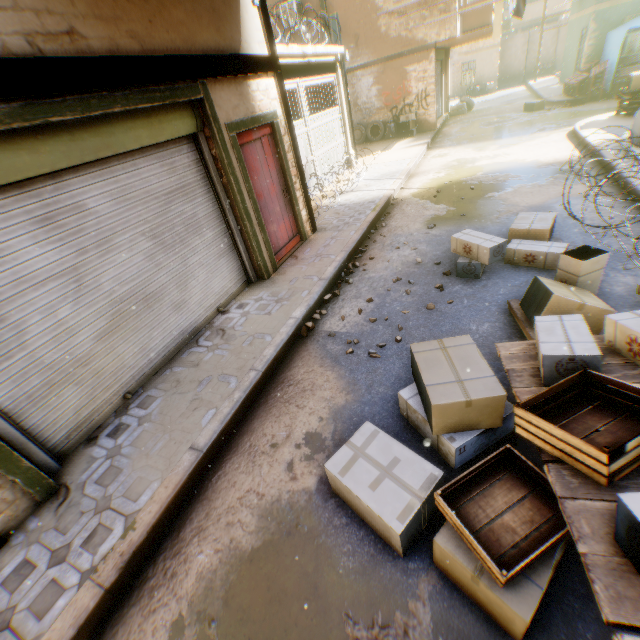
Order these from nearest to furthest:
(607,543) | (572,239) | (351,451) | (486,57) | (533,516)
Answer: (607,543) → (533,516) → (351,451) → (572,239) → (486,57)

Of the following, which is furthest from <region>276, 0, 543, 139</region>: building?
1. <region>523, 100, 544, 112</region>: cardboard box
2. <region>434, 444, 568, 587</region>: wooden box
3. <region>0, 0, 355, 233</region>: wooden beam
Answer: <region>434, 444, 568, 587</region>: wooden box

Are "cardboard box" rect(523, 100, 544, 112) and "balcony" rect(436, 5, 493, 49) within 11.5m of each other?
yes

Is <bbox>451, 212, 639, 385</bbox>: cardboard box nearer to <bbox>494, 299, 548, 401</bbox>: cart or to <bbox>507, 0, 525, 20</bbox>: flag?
<bbox>494, 299, 548, 401</bbox>: cart

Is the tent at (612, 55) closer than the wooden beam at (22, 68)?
No

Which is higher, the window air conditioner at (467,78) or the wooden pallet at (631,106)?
the window air conditioner at (467,78)

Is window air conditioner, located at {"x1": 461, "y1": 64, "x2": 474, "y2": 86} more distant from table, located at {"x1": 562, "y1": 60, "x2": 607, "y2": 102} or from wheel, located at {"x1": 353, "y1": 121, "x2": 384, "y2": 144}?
wheel, located at {"x1": 353, "y1": 121, "x2": 384, "y2": 144}

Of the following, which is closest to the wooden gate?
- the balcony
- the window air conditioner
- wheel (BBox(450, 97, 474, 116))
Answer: the balcony
